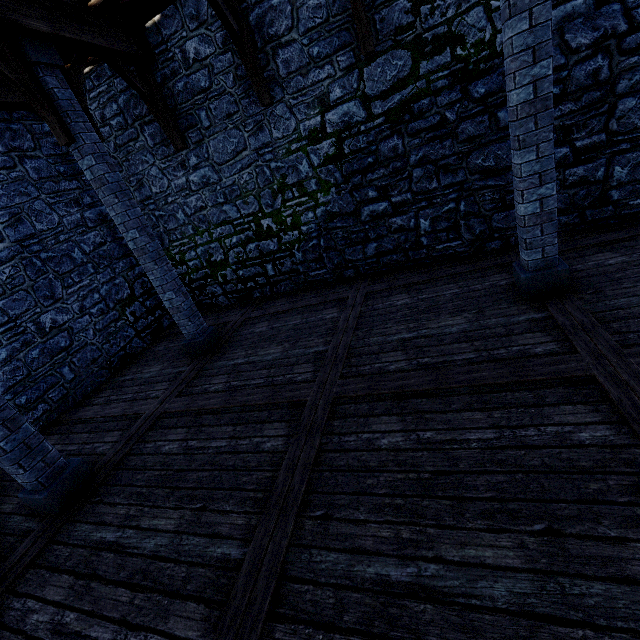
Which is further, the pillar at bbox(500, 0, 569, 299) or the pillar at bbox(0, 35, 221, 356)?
the pillar at bbox(0, 35, 221, 356)

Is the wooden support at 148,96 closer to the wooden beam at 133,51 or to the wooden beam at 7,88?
the wooden beam at 133,51

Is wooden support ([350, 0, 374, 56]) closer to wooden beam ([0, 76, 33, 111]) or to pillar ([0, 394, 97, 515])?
pillar ([0, 394, 97, 515])

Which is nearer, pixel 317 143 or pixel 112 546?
pixel 112 546

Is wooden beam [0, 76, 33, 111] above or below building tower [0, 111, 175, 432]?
above

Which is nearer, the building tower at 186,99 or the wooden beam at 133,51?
the wooden beam at 133,51

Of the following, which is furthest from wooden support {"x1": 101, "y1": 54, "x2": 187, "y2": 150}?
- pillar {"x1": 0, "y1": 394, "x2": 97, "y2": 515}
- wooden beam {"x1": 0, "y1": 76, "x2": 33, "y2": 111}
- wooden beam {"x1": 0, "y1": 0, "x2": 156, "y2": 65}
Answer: pillar {"x1": 0, "y1": 394, "x2": 97, "y2": 515}

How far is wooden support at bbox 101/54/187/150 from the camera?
5.8 meters
